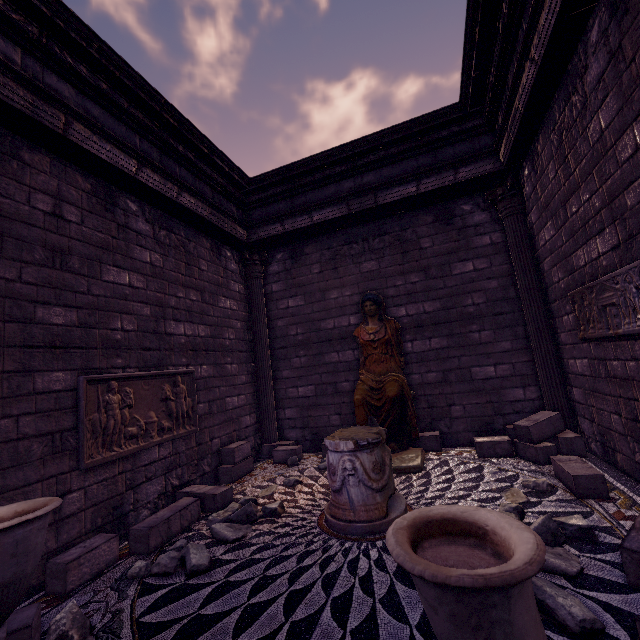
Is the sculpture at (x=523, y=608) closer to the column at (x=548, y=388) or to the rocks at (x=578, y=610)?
the rocks at (x=578, y=610)

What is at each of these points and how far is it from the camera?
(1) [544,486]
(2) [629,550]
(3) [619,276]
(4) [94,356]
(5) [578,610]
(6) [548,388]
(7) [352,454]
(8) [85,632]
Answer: (1) rocks, 3.8m
(2) building, 2.2m
(3) relief sculpture, 3.3m
(4) building, 4.1m
(5) rocks, 1.9m
(6) column, 5.5m
(7) column base, 3.5m
(8) rocks, 2.3m

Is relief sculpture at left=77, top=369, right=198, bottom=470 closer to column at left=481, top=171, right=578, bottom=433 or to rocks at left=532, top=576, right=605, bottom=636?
rocks at left=532, top=576, right=605, bottom=636

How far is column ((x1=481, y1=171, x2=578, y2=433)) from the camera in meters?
5.4 m

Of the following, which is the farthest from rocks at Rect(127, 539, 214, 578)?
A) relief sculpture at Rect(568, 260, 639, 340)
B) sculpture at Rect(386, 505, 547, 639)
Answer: relief sculpture at Rect(568, 260, 639, 340)

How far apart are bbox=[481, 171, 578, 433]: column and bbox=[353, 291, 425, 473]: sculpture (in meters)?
2.15

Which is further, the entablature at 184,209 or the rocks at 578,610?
the entablature at 184,209

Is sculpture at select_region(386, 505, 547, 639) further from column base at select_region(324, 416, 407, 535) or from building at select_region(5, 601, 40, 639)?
column base at select_region(324, 416, 407, 535)
